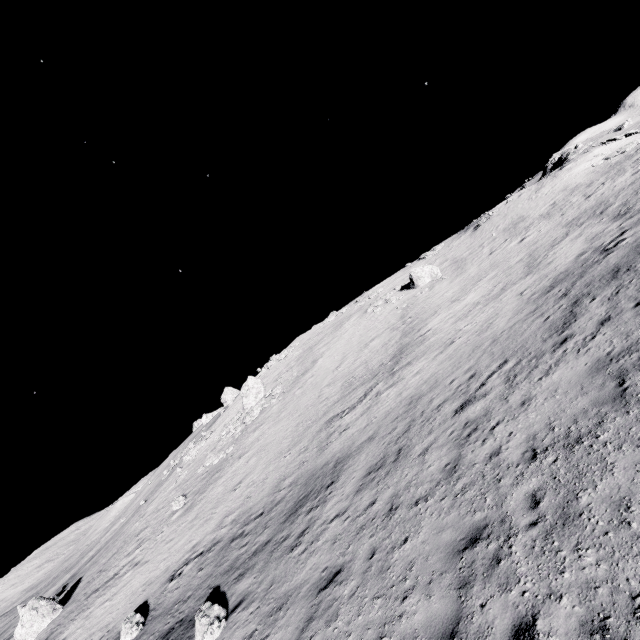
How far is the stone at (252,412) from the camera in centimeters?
3347cm

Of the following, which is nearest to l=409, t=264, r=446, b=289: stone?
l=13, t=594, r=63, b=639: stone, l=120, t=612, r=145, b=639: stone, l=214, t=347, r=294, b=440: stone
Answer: l=214, t=347, r=294, b=440: stone

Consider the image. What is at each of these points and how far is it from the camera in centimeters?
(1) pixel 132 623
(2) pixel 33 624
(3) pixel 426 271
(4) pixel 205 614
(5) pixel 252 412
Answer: (1) stone, 1354cm
(2) stone, 2355cm
(3) stone, 3547cm
(4) stone, 1004cm
(5) stone, 3325cm

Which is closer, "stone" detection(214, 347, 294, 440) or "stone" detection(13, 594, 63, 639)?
"stone" detection(13, 594, 63, 639)

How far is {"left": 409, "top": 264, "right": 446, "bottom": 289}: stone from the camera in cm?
3512

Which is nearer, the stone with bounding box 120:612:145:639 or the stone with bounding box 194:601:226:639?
the stone with bounding box 194:601:226:639

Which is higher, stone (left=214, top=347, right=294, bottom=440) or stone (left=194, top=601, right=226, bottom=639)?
stone (left=214, top=347, right=294, bottom=440)

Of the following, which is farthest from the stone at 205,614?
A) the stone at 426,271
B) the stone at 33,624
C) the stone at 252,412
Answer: the stone at 426,271
